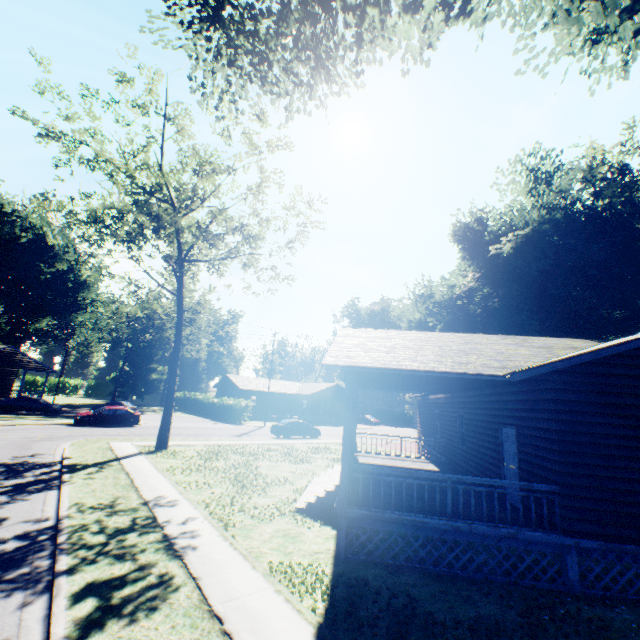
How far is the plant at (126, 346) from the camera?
45.9m

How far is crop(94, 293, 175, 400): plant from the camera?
45.88m

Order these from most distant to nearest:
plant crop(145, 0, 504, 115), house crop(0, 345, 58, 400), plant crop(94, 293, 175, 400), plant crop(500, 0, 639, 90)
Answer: plant crop(94, 293, 175, 400) < house crop(0, 345, 58, 400) < plant crop(145, 0, 504, 115) < plant crop(500, 0, 639, 90)

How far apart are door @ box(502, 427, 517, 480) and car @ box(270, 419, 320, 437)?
20.9m

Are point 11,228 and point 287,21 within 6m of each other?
no

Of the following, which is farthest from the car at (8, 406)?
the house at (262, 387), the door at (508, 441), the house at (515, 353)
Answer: the door at (508, 441)

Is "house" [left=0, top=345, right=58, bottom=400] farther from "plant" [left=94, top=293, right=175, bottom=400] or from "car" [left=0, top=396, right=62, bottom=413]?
"plant" [left=94, top=293, right=175, bottom=400]

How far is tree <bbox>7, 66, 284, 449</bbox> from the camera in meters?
16.5 m
